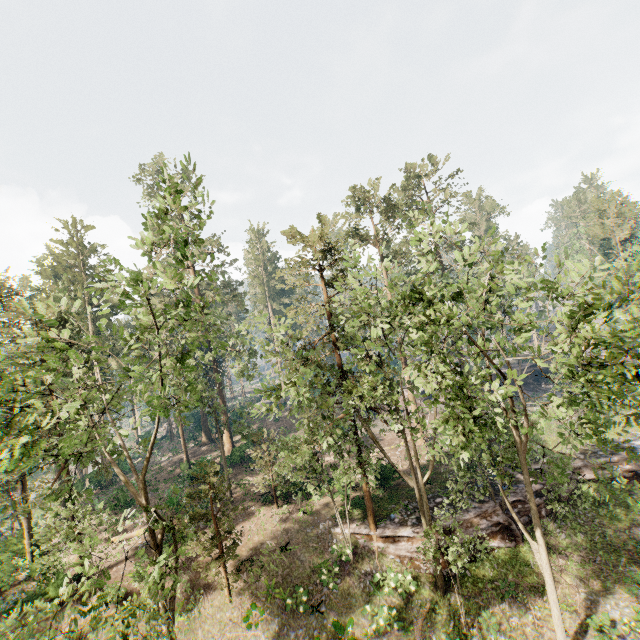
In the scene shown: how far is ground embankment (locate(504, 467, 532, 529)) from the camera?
21.5 meters

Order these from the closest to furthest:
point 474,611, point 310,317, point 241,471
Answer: point 474,611 → point 310,317 → point 241,471

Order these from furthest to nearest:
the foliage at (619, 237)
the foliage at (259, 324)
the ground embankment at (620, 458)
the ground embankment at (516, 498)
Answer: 1. the ground embankment at (620, 458)
2. the ground embankment at (516, 498)
3. the foliage at (259, 324)
4. the foliage at (619, 237)

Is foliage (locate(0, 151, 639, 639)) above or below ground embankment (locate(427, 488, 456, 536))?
above

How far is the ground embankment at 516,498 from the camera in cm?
2145

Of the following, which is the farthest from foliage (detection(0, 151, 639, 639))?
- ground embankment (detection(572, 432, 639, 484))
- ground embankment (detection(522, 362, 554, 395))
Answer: ground embankment (detection(522, 362, 554, 395))
